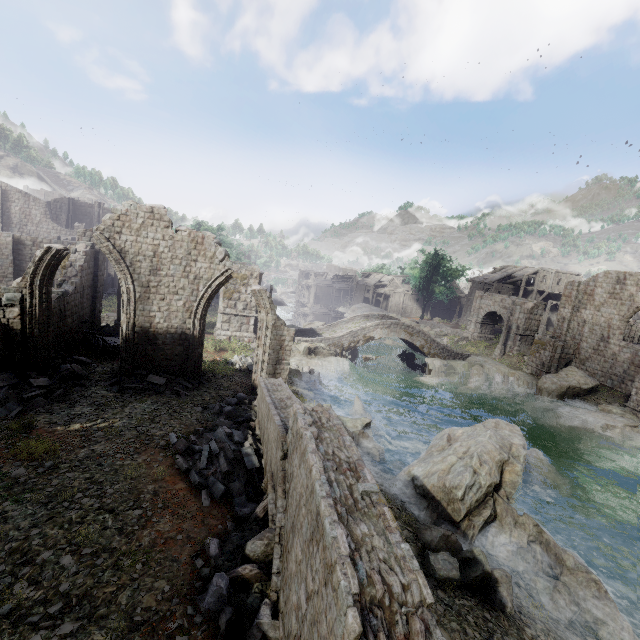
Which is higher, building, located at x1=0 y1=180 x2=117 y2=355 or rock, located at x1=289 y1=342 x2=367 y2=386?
building, located at x1=0 y1=180 x2=117 y2=355

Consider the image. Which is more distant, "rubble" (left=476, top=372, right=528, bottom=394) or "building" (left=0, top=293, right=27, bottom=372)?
"rubble" (left=476, top=372, right=528, bottom=394)

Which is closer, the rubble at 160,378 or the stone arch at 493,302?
the rubble at 160,378

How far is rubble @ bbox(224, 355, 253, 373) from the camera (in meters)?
19.48

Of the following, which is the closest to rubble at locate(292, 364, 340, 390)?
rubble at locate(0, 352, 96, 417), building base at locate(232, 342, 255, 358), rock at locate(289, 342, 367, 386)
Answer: rock at locate(289, 342, 367, 386)

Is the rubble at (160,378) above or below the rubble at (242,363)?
above

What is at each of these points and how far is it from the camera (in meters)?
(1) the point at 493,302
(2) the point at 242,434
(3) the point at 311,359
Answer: (1) stone arch, 38.75
(2) rubble, 10.38
(3) rock, 26.84

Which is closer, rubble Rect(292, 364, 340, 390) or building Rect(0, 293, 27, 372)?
building Rect(0, 293, 27, 372)
